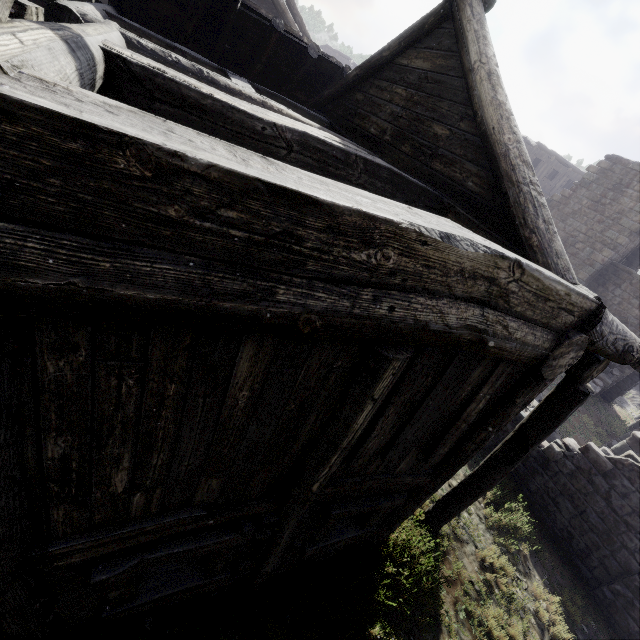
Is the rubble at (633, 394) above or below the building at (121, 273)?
below

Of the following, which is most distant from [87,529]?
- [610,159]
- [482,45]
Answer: [610,159]

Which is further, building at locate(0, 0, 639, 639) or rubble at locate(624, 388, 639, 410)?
rubble at locate(624, 388, 639, 410)

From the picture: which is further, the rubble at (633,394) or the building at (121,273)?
the rubble at (633,394)

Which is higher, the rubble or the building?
the building
